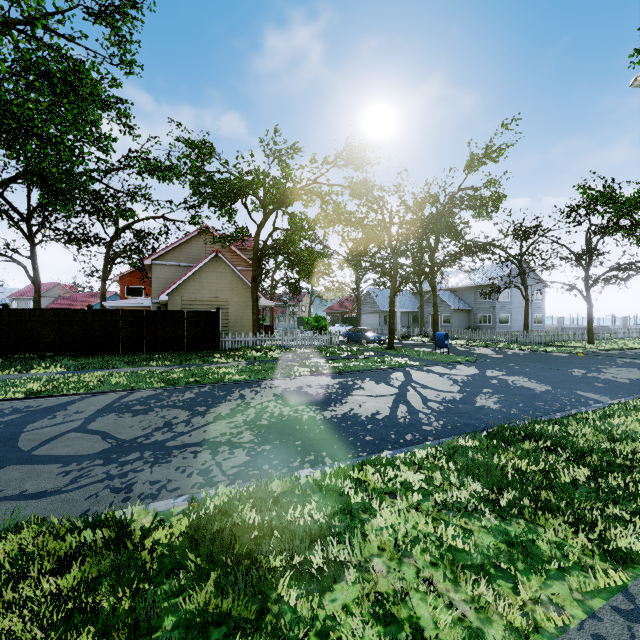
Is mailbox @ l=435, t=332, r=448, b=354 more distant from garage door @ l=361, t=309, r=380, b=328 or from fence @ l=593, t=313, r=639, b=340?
garage door @ l=361, t=309, r=380, b=328

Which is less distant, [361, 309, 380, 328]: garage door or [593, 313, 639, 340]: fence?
[593, 313, 639, 340]: fence

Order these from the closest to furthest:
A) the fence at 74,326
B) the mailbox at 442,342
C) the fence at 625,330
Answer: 1. the fence at 74,326
2. the mailbox at 442,342
3. the fence at 625,330

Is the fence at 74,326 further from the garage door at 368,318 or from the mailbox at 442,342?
the mailbox at 442,342

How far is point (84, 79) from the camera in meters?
19.1 m

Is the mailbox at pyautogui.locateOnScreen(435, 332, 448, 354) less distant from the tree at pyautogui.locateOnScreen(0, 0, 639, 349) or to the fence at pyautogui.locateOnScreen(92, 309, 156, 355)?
the tree at pyautogui.locateOnScreen(0, 0, 639, 349)

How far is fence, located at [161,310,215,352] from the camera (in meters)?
17.16

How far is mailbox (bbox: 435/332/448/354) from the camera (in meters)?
18.27
